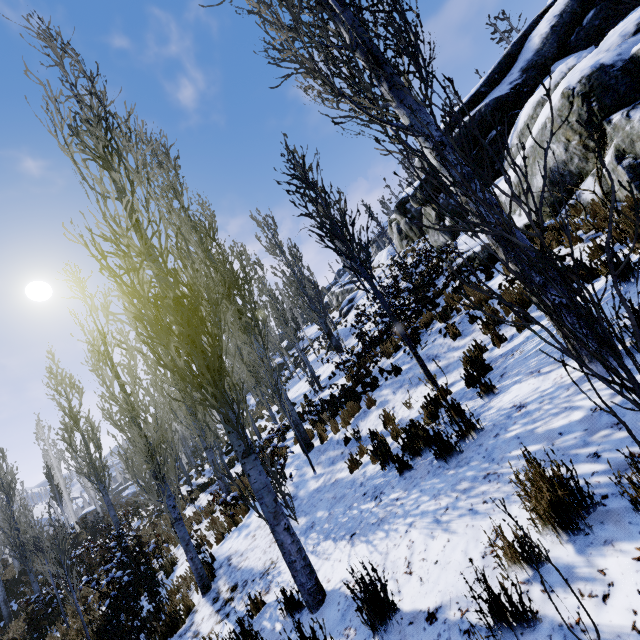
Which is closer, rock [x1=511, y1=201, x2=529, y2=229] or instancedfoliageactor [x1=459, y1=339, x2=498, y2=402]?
instancedfoliageactor [x1=459, y1=339, x2=498, y2=402]

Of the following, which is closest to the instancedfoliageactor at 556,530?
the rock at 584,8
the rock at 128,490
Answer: the rock at 128,490

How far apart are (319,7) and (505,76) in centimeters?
1362cm

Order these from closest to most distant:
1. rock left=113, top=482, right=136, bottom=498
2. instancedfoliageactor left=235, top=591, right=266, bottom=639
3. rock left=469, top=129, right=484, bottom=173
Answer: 1. instancedfoliageactor left=235, top=591, right=266, bottom=639
2. rock left=469, top=129, right=484, bottom=173
3. rock left=113, top=482, right=136, bottom=498

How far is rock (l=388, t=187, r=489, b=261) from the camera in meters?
13.9

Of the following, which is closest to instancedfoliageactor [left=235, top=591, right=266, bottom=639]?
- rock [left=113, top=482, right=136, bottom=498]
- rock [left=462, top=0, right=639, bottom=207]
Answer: rock [left=113, top=482, right=136, bottom=498]

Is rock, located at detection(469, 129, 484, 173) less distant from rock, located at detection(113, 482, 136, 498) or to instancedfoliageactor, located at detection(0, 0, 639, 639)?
instancedfoliageactor, located at detection(0, 0, 639, 639)

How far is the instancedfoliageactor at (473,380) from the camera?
4.3 meters
